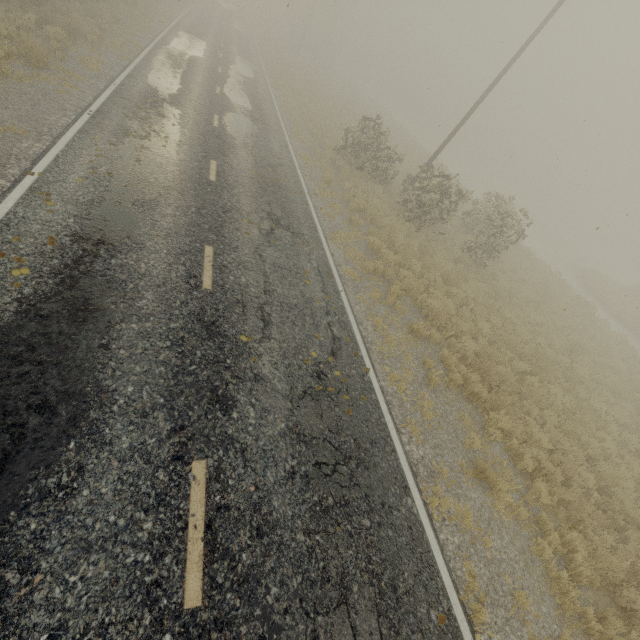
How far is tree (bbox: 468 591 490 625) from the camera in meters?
4.6 m

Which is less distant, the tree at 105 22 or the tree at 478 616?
the tree at 478 616

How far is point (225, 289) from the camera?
6.8m

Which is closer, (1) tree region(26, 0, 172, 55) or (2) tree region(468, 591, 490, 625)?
(2) tree region(468, 591, 490, 625)

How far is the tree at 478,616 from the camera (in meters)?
4.60
